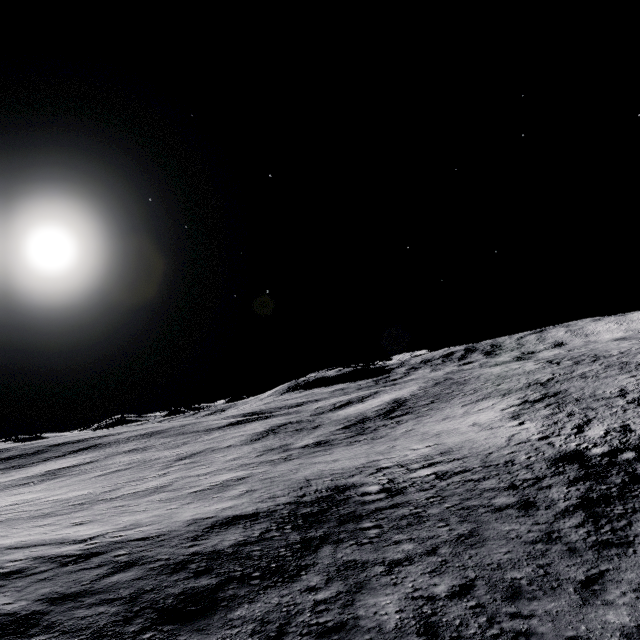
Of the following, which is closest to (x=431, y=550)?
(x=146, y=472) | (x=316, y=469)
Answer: (x=316, y=469)
